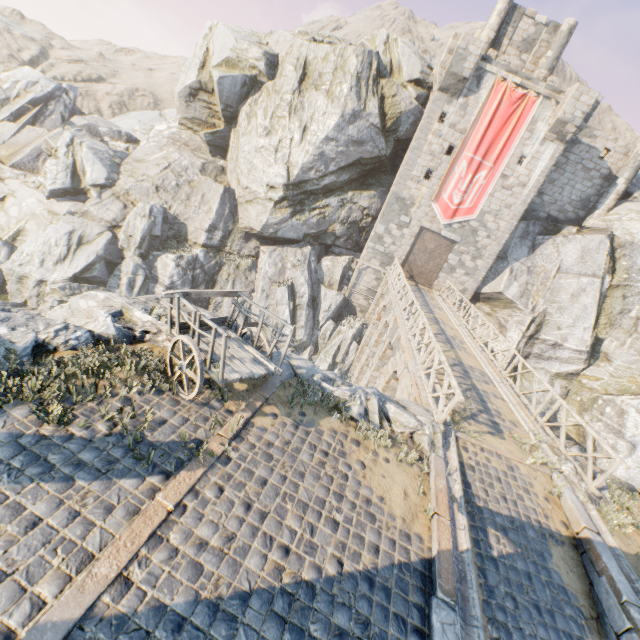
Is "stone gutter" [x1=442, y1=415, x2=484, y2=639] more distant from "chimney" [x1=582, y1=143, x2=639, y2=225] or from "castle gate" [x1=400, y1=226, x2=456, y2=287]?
"chimney" [x1=582, y1=143, x2=639, y2=225]

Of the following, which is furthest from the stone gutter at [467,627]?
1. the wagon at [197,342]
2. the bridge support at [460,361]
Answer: the wagon at [197,342]

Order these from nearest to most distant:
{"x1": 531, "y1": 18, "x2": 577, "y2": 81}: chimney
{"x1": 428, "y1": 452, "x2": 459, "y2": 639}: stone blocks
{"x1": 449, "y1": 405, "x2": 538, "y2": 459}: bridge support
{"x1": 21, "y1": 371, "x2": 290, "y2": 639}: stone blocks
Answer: {"x1": 21, "y1": 371, "x2": 290, "y2": 639}: stone blocks, {"x1": 428, "y1": 452, "x2": 459, "y2": 639}: stone blocks, {"x1": 449, "y1": 405, "x2": 538, "y2": 459}: bridge support, {"x1": 531, "y1": 18, "x2": 577, "y2": 81}: chimney

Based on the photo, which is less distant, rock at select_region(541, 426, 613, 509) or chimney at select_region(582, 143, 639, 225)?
rock at select_region(541, 426, 613, 509)

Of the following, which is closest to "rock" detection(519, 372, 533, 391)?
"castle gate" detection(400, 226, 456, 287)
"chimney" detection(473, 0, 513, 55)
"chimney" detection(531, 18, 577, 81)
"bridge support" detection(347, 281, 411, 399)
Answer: "bridge support" detection(347, 281, 411, 399)

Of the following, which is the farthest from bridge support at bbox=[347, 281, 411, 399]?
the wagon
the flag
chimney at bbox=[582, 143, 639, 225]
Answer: chimney at bbox=[582, 143, 639, 225]

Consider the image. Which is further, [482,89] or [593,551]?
[482,89]

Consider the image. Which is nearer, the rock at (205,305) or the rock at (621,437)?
the rock at (205,305)
